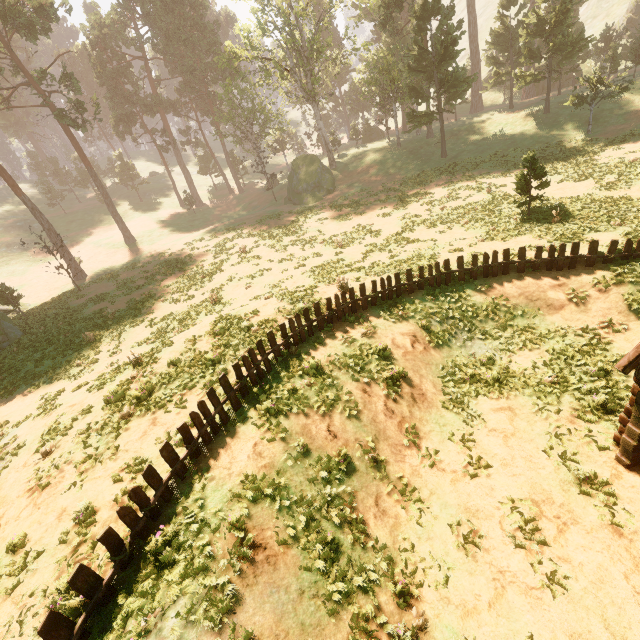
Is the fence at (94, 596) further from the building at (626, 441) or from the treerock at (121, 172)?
the treerock at (121, 172)

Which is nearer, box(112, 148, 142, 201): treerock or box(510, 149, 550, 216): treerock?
box(510, 149, 550, 216): treerock

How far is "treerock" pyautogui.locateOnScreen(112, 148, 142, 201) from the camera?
55.19m

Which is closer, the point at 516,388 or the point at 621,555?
the point at 621,555

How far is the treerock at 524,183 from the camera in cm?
1775
